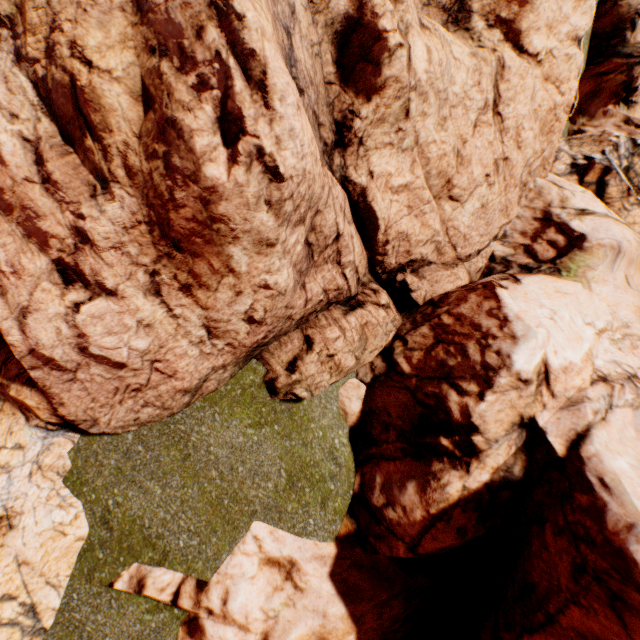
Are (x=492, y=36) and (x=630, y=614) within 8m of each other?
no
